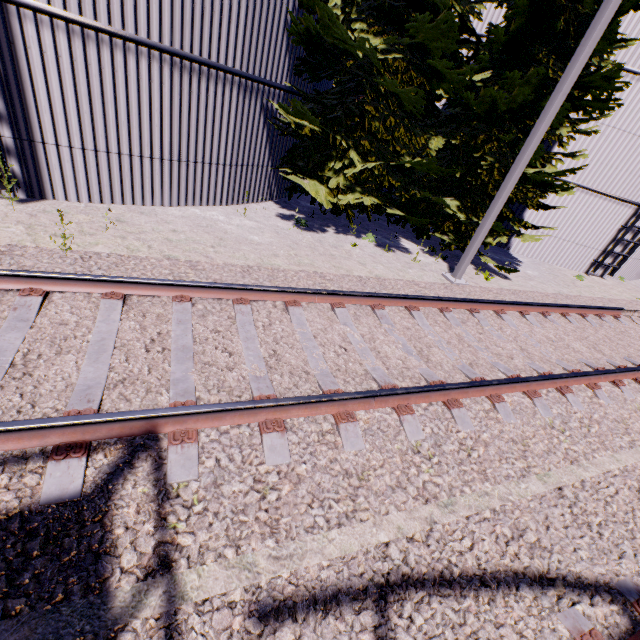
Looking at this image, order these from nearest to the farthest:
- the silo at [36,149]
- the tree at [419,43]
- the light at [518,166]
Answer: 1. the silo at [36,149]
2. the light at [518,166]
3. the tree at [419,43]

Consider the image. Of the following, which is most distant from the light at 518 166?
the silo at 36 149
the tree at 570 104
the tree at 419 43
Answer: the silo at 36 149

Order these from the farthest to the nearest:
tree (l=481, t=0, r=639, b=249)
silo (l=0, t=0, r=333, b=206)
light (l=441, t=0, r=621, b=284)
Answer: tree (l=481, t=0, r=639, b=249) → light (l=441, t=0, r=621, b=284) → silo (l=0, t=0, r=333, b=206)

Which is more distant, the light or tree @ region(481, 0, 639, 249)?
tree @ region(481, 0, 639, 249)

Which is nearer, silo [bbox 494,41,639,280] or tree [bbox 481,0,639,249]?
tree [bbox 481,0,639,249]

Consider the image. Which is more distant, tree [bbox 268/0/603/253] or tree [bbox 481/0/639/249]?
tree [bbox 481/0/639/249]

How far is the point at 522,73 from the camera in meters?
8.6 m

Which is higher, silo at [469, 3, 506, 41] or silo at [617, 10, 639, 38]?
silo at [617, 10, 639, 38]
